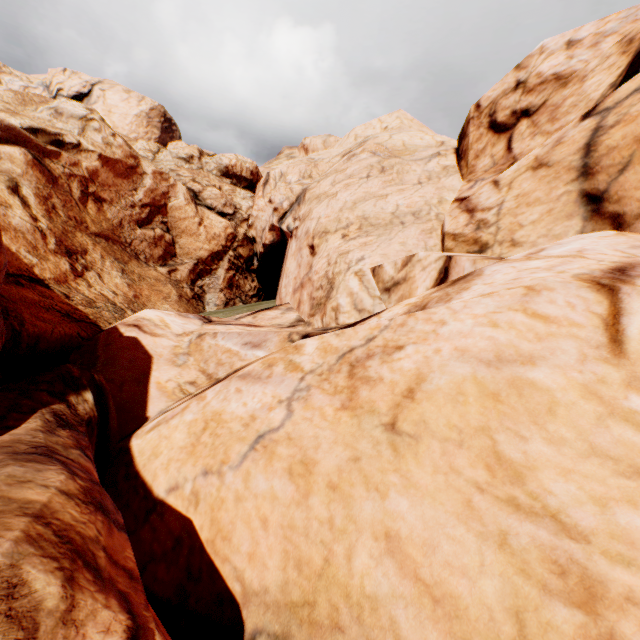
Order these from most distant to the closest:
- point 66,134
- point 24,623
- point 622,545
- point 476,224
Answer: point 66,134 → point 476,224 → point 622,545 → point 24,623
